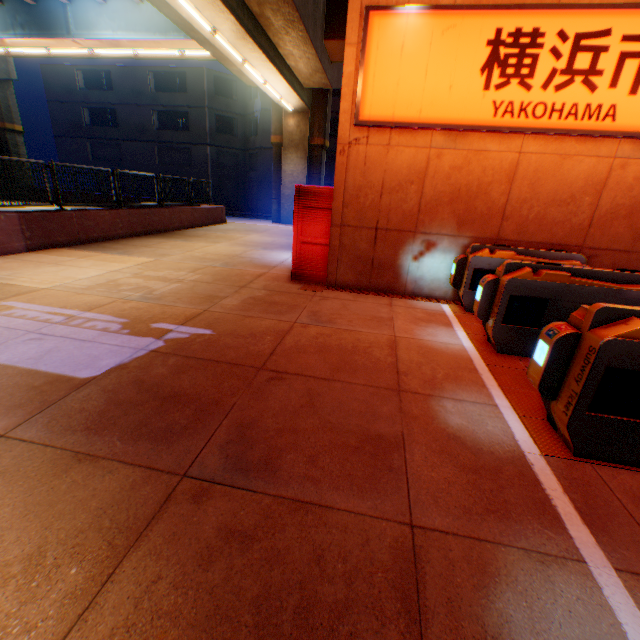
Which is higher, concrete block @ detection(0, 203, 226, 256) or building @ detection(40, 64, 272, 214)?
building @ detection(40, 64, 272, 214)

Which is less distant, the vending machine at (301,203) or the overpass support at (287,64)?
the vending machine at (301,203)

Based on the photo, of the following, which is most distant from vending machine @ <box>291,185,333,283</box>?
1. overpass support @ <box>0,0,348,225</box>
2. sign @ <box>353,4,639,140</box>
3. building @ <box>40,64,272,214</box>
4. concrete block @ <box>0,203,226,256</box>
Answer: Answer: building @ <box>40,64,272,214</box>

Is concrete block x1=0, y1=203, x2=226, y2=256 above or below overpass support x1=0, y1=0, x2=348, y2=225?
below

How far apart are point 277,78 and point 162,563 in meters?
15.9 m

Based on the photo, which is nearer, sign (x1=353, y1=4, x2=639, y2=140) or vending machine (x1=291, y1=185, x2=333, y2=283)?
sign (x1=353, y1=4, x2=639, y2=140)

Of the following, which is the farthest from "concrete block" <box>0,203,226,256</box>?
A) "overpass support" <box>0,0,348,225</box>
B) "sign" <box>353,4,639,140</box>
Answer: "sign" <box>353,4,639,140</box>

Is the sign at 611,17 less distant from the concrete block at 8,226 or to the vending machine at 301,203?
the vending machine at 301,203
